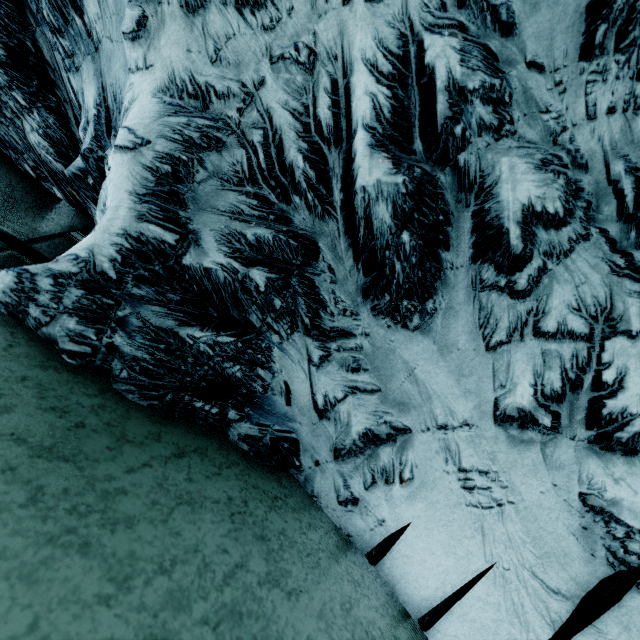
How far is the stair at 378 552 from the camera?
0.99m

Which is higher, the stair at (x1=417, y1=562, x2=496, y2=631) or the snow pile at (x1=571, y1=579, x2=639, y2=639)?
the stair at (x1=417, y1=562, x2=496, y2=631)

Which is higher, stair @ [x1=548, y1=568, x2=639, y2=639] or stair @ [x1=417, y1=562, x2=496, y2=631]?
stair @ [x1=417, y1=562, x2=496, y2=631]

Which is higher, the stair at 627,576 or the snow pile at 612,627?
the stair at 627,576

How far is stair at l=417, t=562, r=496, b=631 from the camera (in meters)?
0.91

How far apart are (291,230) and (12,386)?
0.7 meters

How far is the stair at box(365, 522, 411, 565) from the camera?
1.0m
